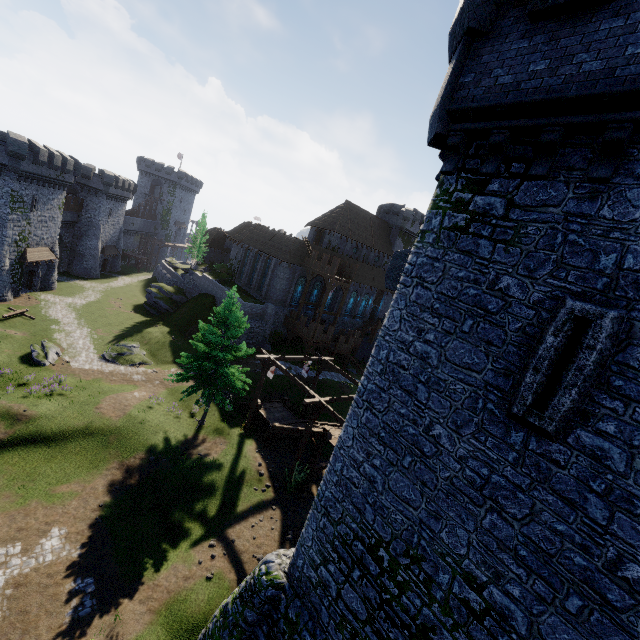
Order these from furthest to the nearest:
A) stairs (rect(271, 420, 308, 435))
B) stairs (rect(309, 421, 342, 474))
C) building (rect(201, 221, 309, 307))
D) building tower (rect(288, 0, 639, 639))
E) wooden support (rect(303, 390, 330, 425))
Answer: building (rect(201, 221, 309, 307)) < stairs (rect(271, 420, 308, 435)) < stairs (rect(309, 421, 342, 474)) < wooden support (rect(303, 390, 330, 425)) < building tower (rect(288, 0, 639, 639))

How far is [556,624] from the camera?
5.54m

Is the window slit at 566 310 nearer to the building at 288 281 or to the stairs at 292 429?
the stairs at 292 429

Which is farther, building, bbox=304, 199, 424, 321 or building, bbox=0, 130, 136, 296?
building, bbox=304, 199, 424, 321

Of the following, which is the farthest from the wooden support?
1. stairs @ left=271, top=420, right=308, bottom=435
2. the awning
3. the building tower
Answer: the awning

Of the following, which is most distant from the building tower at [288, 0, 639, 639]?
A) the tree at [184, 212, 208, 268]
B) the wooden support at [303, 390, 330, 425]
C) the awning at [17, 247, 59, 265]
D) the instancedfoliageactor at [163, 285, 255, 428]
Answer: the tree at [184, 212, 208, 268]

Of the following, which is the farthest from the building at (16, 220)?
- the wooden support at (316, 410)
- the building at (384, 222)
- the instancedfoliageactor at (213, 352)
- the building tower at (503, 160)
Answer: the building tower at (503, 160)

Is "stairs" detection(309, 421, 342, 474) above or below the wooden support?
below
